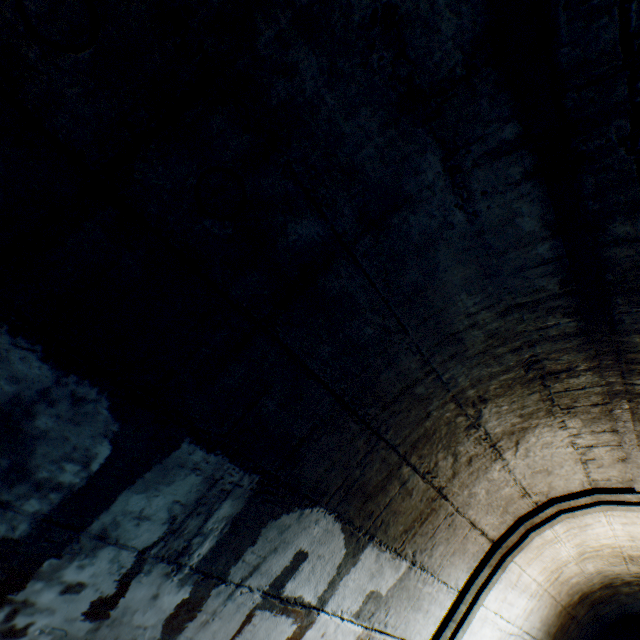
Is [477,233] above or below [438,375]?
above
